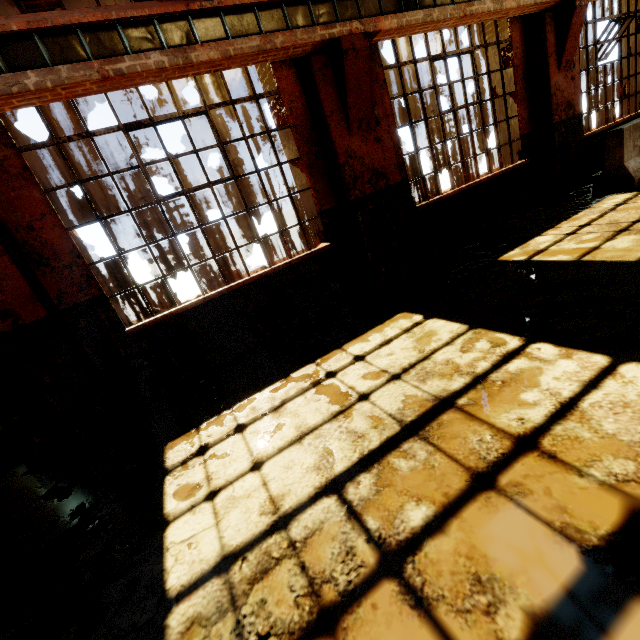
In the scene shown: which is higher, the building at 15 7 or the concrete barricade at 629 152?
the building at 15 7

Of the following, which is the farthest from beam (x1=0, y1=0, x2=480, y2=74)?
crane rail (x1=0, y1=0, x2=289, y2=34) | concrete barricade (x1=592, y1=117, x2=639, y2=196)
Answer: concrete barricade (x1=592, y1=117, x2=639, y2=196)

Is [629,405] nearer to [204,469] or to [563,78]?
[204,469]

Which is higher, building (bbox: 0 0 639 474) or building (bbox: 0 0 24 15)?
building (bbox: 0 0 24 15)

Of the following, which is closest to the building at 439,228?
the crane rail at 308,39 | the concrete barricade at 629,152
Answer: the crane rail at 308,39

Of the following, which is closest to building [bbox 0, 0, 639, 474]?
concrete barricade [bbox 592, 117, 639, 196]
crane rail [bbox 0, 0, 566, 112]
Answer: crane rail [bbox 0, 0, 566, 112]
